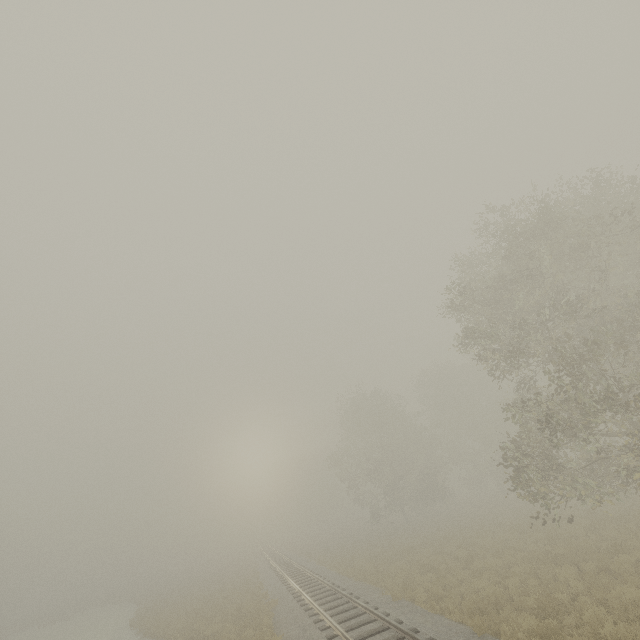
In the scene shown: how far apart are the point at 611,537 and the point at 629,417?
5.7m
